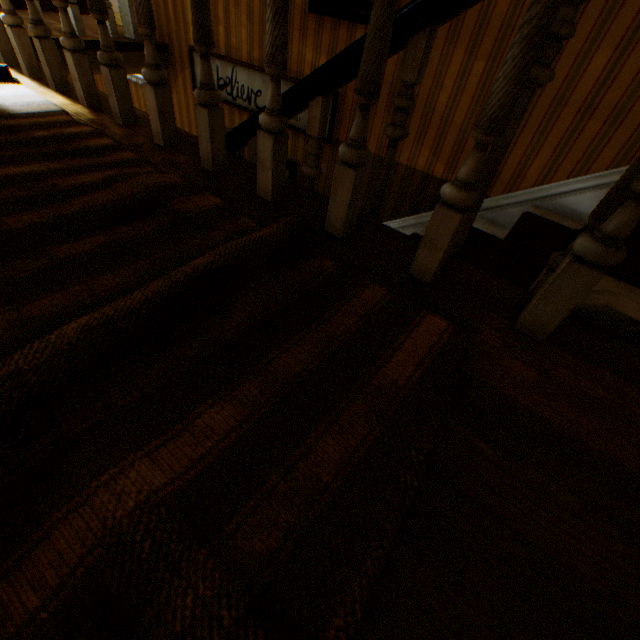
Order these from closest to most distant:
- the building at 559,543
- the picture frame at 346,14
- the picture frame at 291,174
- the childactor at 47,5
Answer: the building at 559,543
the picture frame at 346,14
the picture frame at 291,174
the childactor at 47,5

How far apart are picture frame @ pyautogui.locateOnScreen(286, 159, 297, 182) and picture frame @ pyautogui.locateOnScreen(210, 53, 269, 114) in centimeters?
30cm

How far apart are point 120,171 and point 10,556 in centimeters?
120cm

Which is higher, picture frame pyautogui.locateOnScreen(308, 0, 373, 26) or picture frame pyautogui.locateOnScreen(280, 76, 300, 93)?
picture frame pyautogui.locateOnScreen(308, 0, 373, 26)

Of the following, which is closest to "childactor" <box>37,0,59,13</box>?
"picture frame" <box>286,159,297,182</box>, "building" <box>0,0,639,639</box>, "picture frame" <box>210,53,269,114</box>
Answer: "building" <box>0,0,639,639</box>

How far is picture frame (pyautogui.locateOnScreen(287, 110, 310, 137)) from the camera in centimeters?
308cm

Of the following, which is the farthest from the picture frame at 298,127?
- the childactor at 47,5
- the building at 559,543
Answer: the childactor at 47,5

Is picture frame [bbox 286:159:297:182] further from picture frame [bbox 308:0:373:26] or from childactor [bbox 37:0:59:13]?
childactor [bbox 37:0:59:13]
